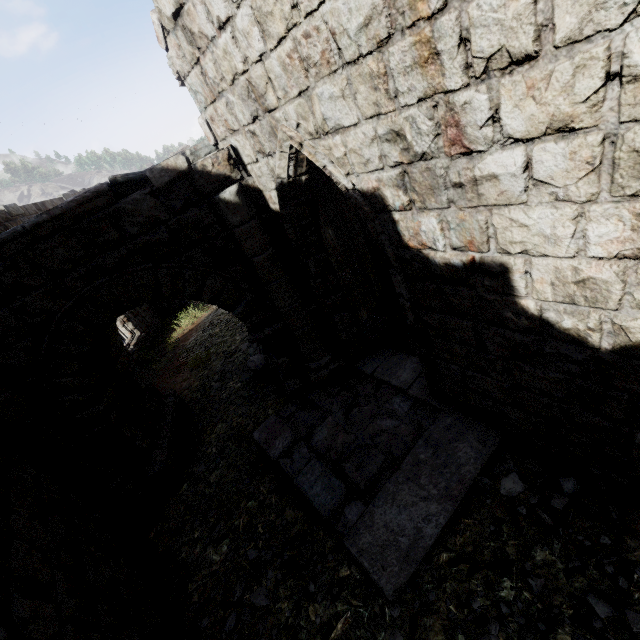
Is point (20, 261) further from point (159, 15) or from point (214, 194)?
point (159, 15)

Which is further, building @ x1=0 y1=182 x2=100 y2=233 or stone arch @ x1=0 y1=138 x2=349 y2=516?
building @ x1=0 y1=182 x2=100 y2=233

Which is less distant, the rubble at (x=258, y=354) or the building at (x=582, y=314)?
the building at (x=582, y=314)

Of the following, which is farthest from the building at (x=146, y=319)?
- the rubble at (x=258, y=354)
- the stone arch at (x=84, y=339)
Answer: the rubble at (x=258, y=354)

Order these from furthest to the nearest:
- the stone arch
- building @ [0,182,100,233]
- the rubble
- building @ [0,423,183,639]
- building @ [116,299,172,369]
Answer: building @ [116,299,172,369] → building @ [0,182,100,233] → the rubble → the stone arch → building @ [0,423,183,639]

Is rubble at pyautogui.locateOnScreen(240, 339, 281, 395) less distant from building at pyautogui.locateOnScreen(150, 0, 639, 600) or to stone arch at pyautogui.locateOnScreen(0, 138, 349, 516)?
stone arch at pyautogui.locateOnScreen(0, 138, 349, 516)

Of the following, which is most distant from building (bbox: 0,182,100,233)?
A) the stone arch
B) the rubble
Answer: the rubble
